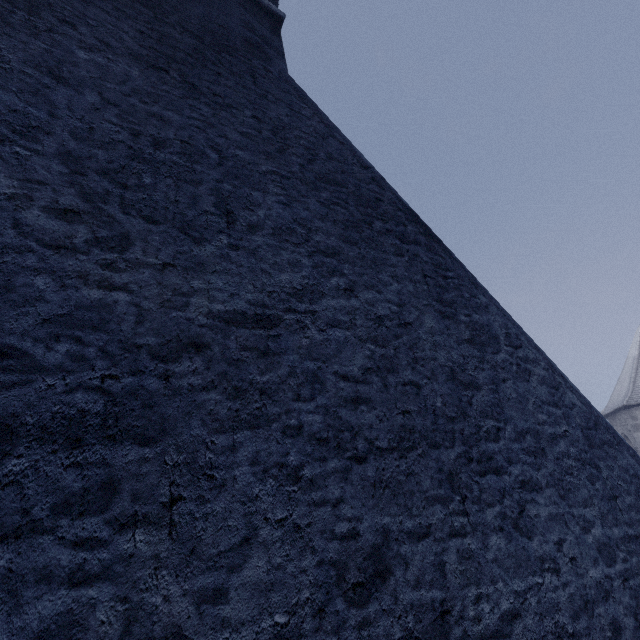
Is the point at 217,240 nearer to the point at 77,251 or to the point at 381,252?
the point at 77,251
